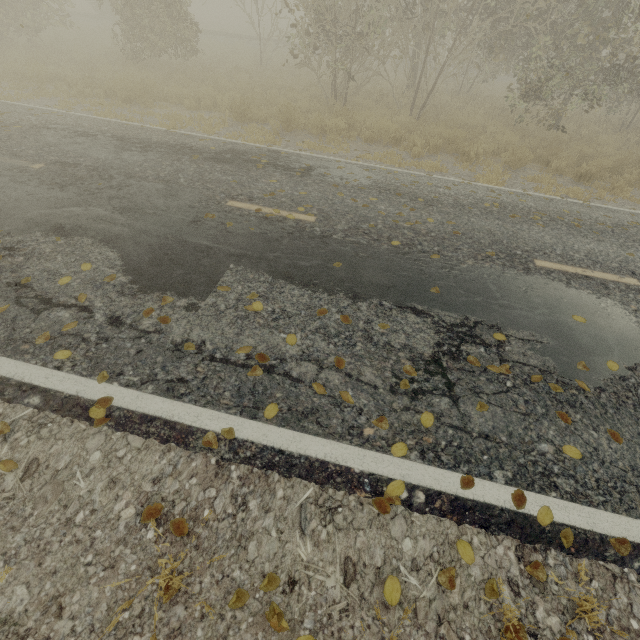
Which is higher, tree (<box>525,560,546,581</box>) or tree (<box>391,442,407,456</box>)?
tree (<box>391,442,407,456</box>)

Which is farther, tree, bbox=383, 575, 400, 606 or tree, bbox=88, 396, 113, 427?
tree, bbox=88, 396, 113, 427

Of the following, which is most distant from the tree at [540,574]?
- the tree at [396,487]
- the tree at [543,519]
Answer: the tree at [396,487]

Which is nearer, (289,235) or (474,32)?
(289,235)

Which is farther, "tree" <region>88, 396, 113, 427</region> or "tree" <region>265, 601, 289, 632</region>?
"tree" <region>88, 396, 113, 427</region>

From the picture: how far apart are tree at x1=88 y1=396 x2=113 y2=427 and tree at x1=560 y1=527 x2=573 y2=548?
3.57m

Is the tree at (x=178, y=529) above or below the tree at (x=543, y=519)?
below

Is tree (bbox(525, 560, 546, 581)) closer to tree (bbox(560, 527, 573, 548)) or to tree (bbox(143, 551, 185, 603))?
tree (bbox(560, 527, 573, 548))
